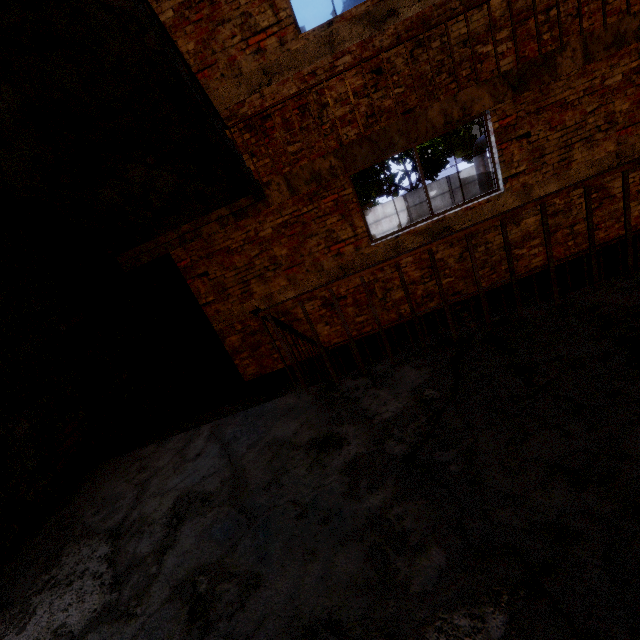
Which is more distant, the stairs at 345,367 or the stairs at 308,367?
the stairs at 345,367

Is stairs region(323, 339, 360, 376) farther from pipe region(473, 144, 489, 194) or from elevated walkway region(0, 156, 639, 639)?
pipe region(473, 144, 489, 194)

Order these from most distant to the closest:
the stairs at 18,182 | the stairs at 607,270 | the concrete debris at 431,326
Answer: the concrete debris at 431,326 < the stairs at 607,270 < the stairs at 18,182

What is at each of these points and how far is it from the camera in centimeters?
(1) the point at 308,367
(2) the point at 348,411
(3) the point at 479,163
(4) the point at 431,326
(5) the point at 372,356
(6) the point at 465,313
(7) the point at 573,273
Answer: (1) stairs, 677cm
(2) elevated walkway, 227cm
(3) pipe, 1606cm
(4) concrete debris, 624cm
(5) stairs, 614cm
(6) concrete debris, 608cm
(7) stairs, 593cm

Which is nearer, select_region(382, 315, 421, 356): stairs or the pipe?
select_region(382, 315, 421, 356): stairs

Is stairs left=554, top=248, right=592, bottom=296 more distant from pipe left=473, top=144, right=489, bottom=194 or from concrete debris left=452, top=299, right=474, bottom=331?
pipe left=473, top=144, right=489, bottom=194

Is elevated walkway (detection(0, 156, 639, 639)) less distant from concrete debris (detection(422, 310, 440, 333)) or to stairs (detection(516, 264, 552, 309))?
stairs (detection(516, 264, 552, 309))
